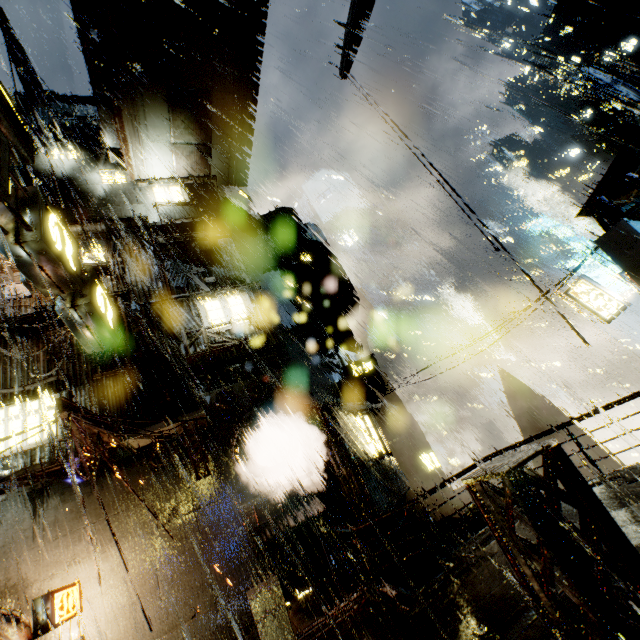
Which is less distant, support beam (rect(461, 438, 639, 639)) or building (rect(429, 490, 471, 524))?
support beam (rect(461, 438, 639, 639))

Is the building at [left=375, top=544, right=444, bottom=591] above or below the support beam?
below

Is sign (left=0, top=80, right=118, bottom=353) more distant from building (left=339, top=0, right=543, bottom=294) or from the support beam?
the support beam

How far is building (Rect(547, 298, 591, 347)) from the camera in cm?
1391

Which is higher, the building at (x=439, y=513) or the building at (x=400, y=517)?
the building at (x=400, y=517)

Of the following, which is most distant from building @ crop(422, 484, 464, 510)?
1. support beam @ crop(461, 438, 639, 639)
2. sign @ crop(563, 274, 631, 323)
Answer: sign @ crop(563, 274, 631, 323)

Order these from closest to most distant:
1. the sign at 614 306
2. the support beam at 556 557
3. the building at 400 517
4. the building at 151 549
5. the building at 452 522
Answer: the support beam at 556 557 → the building at 151 549 → the building at 452 522 → the building at 400 517 → the sign at 614 306

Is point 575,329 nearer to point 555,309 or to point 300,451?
point 555,309
